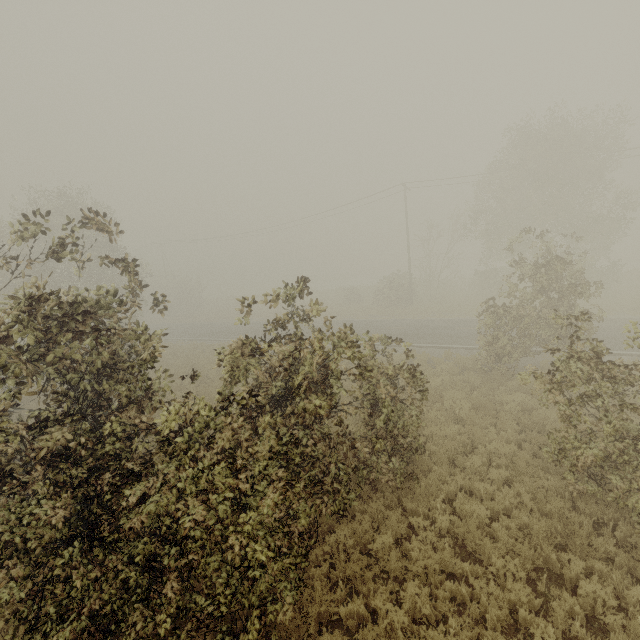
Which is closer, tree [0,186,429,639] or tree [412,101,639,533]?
tree [0,186,429,639]

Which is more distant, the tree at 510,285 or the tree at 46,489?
the tree at 510,285

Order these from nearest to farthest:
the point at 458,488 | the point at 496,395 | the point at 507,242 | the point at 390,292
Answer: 1. the point at 458,488
2. the point at 496,395
3. the point at 507,242
4. the point at 390,292
